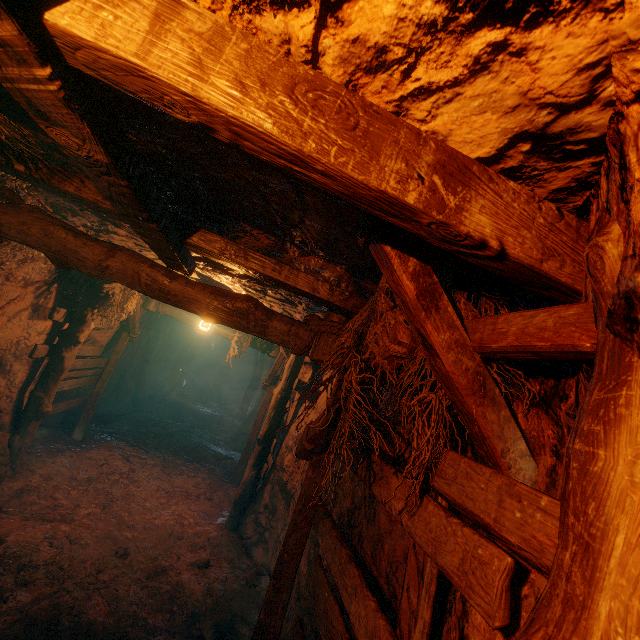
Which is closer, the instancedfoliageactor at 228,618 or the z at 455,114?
the z at 455,114

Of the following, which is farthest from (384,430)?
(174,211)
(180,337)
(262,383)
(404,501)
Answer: (180,337)

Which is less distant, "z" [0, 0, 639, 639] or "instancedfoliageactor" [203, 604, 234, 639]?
"z" [0, 0, 639, 639]
